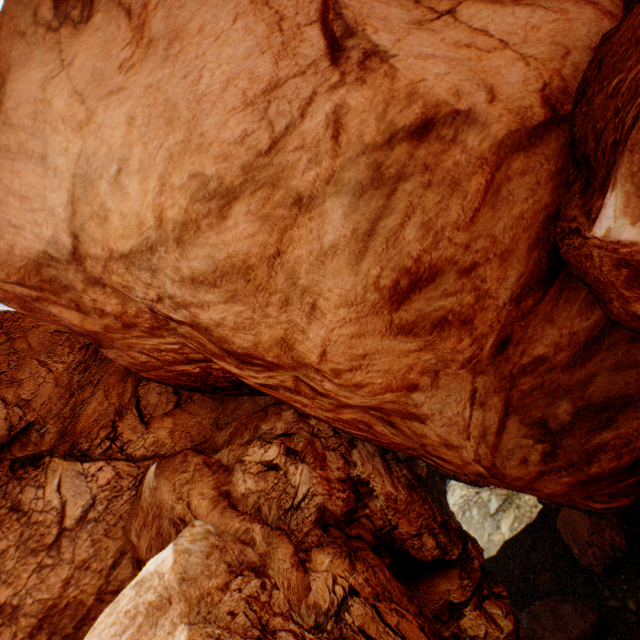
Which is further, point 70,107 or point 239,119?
point 70,107
